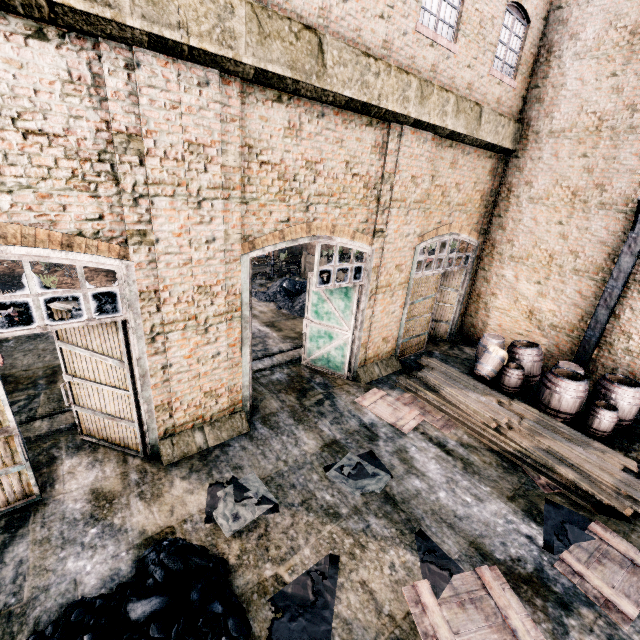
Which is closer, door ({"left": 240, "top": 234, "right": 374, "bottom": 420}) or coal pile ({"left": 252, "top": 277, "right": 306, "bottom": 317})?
door ({"left": 240, "top": 234, "right": 374, "bottom": 420})

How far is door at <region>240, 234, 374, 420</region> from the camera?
7.9 meters

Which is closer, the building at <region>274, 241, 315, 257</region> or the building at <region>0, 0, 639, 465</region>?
the building at <region>0, 0, 639, 465</region>

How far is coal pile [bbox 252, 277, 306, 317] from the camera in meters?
18.0

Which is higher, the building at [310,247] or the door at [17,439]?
the door at [17,439]

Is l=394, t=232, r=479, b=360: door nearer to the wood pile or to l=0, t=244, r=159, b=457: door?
the wood pile

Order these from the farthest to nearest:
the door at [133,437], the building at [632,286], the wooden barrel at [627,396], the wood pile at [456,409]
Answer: the building at [632,286]
the wooden barrel at [627,396]
the wood pile at [456,409]
the door at [133,437]

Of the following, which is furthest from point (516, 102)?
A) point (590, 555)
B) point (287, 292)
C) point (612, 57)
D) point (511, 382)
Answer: point (287, 292)
